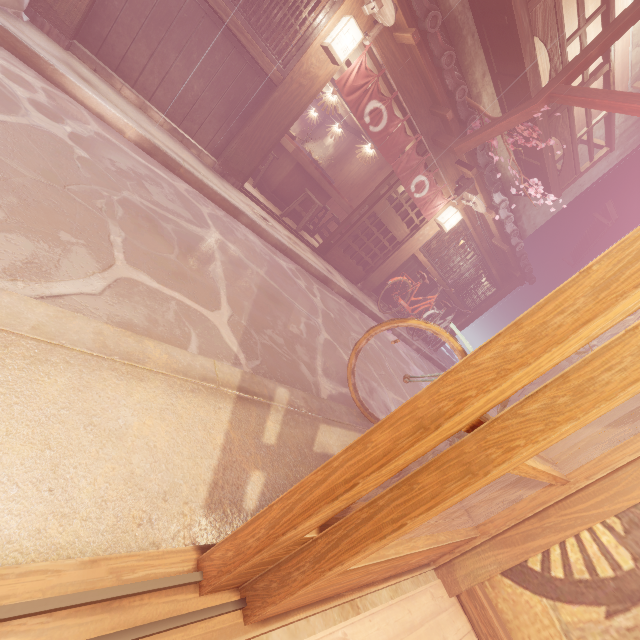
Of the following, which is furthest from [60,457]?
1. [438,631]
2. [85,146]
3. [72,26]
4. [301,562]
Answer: [72,26]

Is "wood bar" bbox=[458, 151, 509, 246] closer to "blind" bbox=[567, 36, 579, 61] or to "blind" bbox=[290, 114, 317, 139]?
"blind" bbox=[567, 36, 579, 61]

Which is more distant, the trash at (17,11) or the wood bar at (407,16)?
the wood bar at (407,16)

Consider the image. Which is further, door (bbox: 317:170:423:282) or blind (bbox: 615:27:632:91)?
blind (bbox: 615:27:632:91)

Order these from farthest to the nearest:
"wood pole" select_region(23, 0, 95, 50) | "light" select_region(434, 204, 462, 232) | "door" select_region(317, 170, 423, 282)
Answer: "light" select_region(434, 204, 462, 232) → "door" select_region(317, 170, 423, 282) → "wood pole" select_region(23, 0, 95, 50)

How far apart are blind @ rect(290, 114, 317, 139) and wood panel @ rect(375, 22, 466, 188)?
13.97m

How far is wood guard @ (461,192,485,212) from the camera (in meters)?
11.57

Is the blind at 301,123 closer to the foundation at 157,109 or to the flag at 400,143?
the foundation at 157,109
